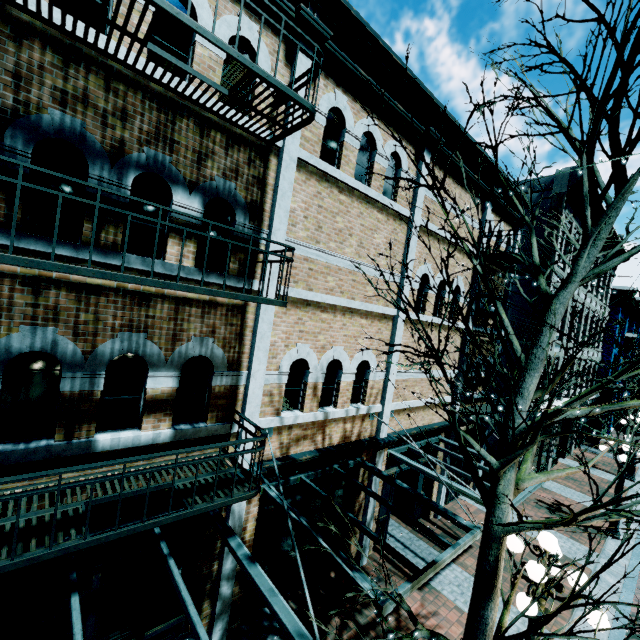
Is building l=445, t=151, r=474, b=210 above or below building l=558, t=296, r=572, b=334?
above

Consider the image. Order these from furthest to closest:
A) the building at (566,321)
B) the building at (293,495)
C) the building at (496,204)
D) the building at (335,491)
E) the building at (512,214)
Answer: the building at (566,321) → the building at (512,214) → the building at (496,204) → the building at (335,491) → the building at (293,495)

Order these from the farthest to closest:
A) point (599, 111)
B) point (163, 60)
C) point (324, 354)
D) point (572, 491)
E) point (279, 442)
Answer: point (572, 491), point (324, 354), point (279, 442), point (163, 60), point (599, 111)

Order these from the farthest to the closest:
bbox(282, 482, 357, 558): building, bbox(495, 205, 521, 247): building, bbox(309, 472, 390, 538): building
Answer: bbox(495, 205, 521, 247): building
bbox(309, 472, 390, 538): building
bbox(282, 482, 357, 558): building

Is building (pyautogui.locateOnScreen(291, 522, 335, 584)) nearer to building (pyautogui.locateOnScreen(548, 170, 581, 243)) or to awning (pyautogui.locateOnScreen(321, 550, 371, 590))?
awning (pyautogui.locateOnScreen(321, 550, 371, 590))

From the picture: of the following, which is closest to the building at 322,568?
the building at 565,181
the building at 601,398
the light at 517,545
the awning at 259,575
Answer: the awning at 259,575

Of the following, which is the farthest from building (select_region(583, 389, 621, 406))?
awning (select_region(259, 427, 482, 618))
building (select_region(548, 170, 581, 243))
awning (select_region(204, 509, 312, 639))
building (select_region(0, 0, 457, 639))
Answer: awning (select_region(204, 509, 312, 639))

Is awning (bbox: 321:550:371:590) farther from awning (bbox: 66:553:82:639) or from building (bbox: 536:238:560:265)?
awning (bbox: 66:553:82:639)
